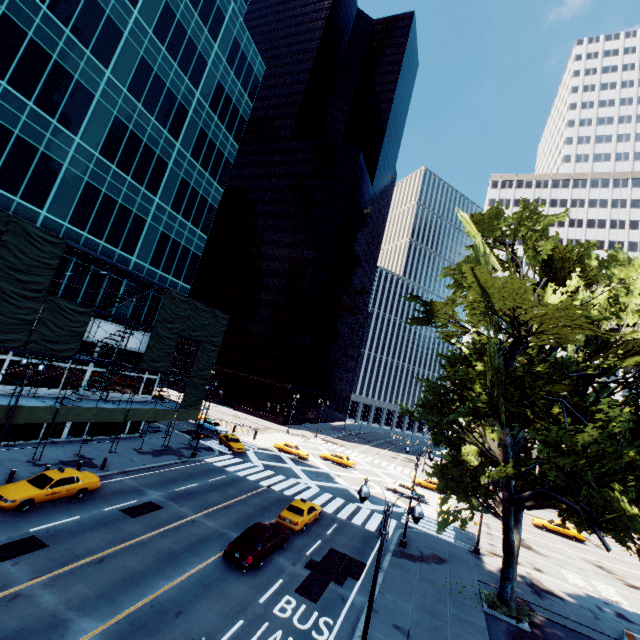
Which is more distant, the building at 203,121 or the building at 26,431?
the building at 26,431

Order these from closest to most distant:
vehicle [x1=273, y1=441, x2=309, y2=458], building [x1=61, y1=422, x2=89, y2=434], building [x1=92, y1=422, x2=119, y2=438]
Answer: building [x1=61, y1=422, x2=89, y2=434] < building [x1=92, y1=422, x2=119, y2=438] < vehicle [x1=273, y1=441, x2=309, y2=458]

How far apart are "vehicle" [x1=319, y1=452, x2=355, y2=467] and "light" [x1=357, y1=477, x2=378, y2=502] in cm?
3585

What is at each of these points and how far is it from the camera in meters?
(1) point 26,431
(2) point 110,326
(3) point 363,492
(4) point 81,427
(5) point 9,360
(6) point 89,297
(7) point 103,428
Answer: (1) building, 25.8 m
(2) building, 30.3 m
(3) light, 11.4 m
(4) building, 29.7 m
(5) building, 24.1 m
(6) building, 28.5 m
(7) building, 31.7 m

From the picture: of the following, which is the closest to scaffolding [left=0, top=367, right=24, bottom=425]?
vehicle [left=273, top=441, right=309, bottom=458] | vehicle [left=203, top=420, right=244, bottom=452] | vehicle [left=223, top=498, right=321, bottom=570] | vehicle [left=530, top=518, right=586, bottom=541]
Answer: vehicle [left=203, top=420, right=244, bottom=452]

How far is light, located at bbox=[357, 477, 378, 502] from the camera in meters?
11.4 m

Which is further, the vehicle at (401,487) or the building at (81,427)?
the vehicle at (401,487)

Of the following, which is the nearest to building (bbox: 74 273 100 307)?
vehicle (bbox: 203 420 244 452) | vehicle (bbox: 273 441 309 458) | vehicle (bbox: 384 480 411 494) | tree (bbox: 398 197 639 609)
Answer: vehicle (bbox: 203 420 244 452)
